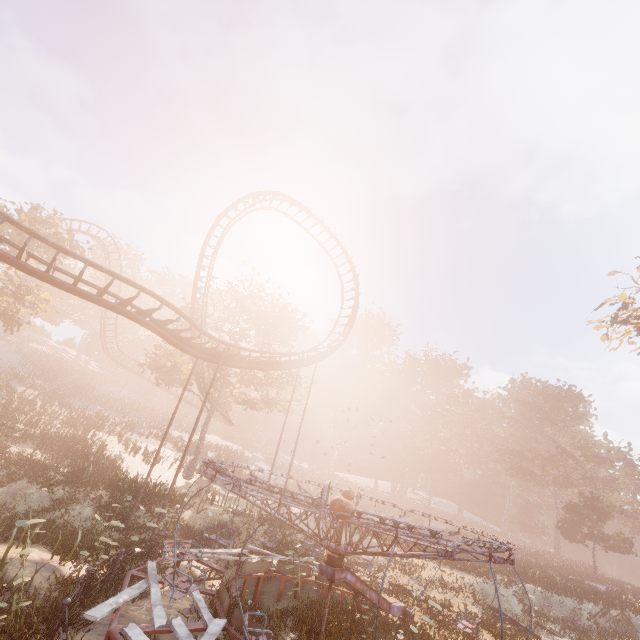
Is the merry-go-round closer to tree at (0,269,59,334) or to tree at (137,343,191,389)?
tree at (137,343,191,389)

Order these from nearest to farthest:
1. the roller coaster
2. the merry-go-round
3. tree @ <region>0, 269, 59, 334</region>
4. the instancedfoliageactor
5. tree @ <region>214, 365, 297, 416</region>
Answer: the merry-go-round → the roller coaster → the instancedfoliageactor → tree @ <region>0, 269, 59, 334</region> → tree @ <region>214, 365, 297, 416</region>

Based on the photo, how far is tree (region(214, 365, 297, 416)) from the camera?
29.09m

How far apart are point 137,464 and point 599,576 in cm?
5432

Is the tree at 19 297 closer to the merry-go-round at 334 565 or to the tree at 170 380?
the tree at 170 380

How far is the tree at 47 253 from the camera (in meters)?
25.75

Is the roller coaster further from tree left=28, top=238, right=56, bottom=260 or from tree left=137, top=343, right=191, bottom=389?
tree left=28, top=238, right=56, bottom=260

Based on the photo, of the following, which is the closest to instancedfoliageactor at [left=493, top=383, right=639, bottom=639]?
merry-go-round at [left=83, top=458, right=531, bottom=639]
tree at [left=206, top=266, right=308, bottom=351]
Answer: tree at [left=206, top=266, right=308, bottom=351]
